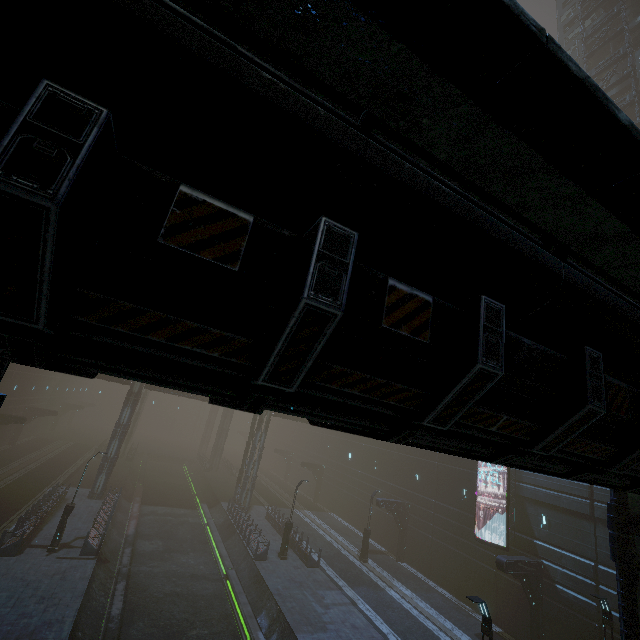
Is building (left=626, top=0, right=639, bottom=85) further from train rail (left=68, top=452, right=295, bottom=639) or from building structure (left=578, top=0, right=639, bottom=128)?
building structure (left=578, top=0, right=639, bottom=128)

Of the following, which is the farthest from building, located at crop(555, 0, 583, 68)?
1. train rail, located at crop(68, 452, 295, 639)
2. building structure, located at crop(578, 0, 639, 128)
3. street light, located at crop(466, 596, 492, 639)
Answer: street light, located at crop(466, 596, 492, 639)

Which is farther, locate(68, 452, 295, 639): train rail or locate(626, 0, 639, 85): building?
locate(626, 0, 639, 85): building

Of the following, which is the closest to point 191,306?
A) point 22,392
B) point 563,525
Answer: point 563,525

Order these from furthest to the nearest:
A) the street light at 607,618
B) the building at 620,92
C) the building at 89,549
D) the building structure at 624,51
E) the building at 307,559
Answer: the building at 620,92
the building structure at 624,51
the building at 307,559
the building at 89,549
the street light at 607,618

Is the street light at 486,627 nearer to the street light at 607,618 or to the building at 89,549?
the building at 89,549

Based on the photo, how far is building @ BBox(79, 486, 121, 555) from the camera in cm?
1945
